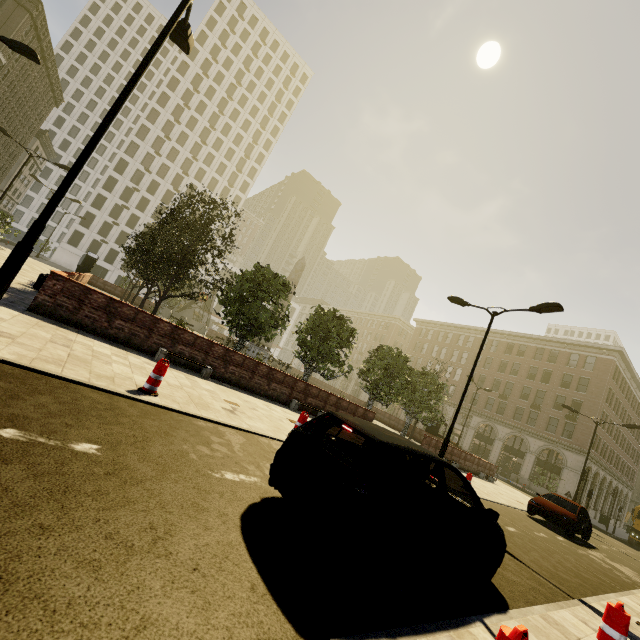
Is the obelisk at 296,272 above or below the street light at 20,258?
above

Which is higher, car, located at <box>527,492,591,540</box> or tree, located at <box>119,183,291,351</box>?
tree, located at <box>119,183,291,351</box>

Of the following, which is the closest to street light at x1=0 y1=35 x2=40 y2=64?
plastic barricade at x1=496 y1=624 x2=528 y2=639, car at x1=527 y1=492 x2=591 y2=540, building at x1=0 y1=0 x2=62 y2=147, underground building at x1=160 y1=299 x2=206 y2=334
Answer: building at x1=0 y1=0 x2=62 y2=147

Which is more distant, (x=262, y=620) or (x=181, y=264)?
(x=181, y=264)

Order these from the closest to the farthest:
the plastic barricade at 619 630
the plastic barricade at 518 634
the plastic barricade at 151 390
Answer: the plastic barricade at 518 634
the plastic barricade at 619 630
the plastic barricade at 151 390

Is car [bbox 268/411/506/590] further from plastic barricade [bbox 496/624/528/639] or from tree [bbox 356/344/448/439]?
tree [bbox 356/344/448/439]

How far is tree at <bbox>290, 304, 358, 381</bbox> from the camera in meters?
18.7 m

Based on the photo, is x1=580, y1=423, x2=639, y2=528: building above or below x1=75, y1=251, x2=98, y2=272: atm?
above
